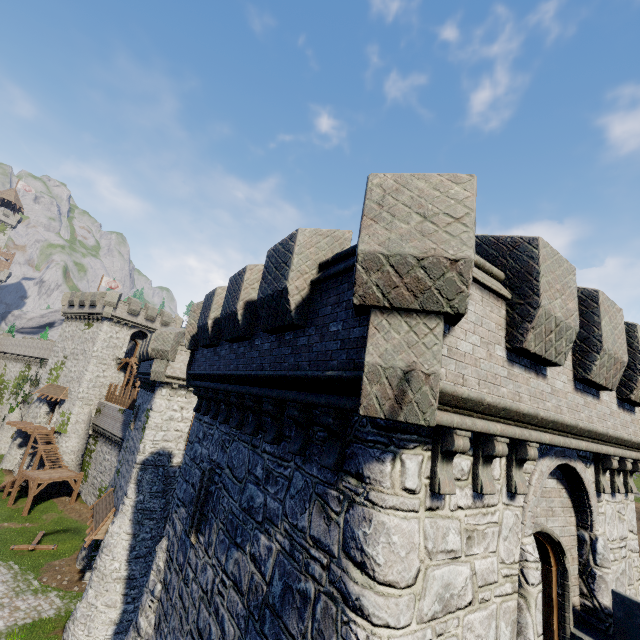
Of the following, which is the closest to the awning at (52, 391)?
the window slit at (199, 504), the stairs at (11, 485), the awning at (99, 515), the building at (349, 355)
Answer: the stairs at (11, 485)

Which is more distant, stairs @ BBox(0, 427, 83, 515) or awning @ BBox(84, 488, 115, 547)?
stairs @ BBox(0, 427, 83, 515)

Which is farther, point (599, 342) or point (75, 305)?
point (75, 305)

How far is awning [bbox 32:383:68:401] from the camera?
37.9 meters

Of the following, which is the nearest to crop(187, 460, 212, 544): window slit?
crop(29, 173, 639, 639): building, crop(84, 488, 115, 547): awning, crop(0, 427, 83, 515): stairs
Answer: crop(29, 173, 639, 639): building

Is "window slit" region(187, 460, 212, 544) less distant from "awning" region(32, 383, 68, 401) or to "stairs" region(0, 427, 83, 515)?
"stairs" region(0, 427, 83, 515)

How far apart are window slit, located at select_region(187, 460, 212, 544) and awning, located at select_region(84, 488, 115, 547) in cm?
1546
